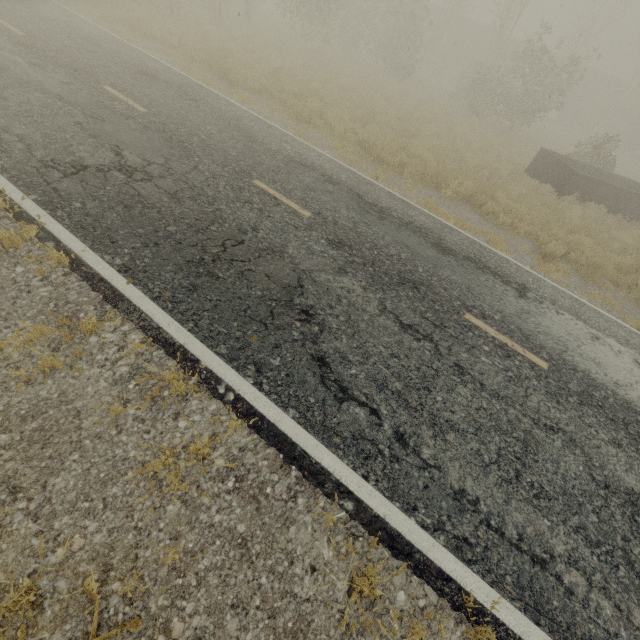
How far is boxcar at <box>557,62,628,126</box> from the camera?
31.34m

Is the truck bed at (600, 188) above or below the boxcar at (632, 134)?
below

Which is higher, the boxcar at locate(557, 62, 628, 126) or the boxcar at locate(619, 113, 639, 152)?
the boxcar at locate(557, 62, 628, 126)

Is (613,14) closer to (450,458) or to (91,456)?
(450,458)

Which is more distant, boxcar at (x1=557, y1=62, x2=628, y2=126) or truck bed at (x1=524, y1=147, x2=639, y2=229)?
boxcar at (x1=557, y1=62, x2=628, y2=126)

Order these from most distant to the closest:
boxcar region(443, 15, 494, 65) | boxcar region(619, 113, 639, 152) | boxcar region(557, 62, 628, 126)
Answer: boxcar region(443, 15, 494, 65), boxcar region(619, 113, 639, 152), boxcar region(557, 62, 628, 126)

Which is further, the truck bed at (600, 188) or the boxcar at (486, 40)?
the boxcar at (486, 40)
